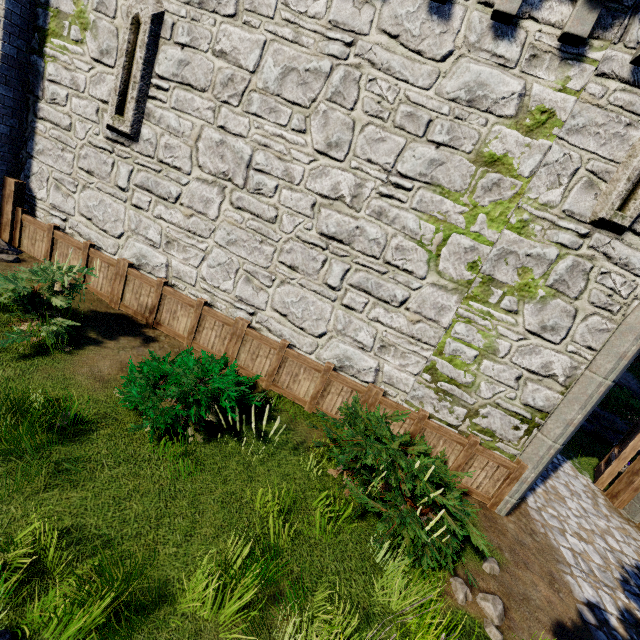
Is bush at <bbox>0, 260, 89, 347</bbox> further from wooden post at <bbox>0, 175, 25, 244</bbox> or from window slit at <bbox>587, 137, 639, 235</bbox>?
window slit at <bbox>587, 137, 639, 235</bbox>

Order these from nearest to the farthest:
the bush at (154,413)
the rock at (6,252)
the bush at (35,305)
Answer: the bush at (154,413), the bush at (35,305), the rock at (6,252)

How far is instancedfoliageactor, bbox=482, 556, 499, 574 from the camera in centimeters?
477cm

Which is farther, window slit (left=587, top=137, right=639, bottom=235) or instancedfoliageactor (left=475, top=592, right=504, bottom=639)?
window slit (left=587, top=137, right=639, bottom=235)

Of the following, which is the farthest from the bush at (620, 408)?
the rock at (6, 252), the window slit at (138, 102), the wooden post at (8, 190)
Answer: the wooden post at (8, 190)

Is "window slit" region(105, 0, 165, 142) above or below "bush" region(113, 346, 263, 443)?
above

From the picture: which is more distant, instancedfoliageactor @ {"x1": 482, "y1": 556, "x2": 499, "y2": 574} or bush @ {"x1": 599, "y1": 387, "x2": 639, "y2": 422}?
bush @ {"x1": 599, "y1": 387, "x2": 639, "y2": 422}

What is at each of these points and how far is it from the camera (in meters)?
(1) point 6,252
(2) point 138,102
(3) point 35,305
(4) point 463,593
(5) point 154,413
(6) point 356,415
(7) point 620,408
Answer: (1) rock, 7.14
(2) window slit, 6.24
(3) bush, 5.46
(4) instancedfoliageactor, 4.17
(5) bush, 4.41
(6) bush, 5.14
(7) bush, 12.09
